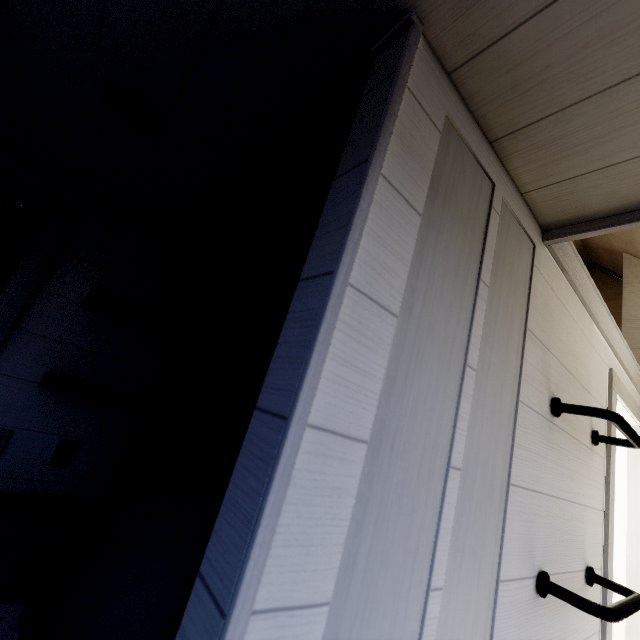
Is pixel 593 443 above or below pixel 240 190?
below

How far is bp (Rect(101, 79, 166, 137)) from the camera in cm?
104

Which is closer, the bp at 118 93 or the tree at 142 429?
the tree at 142 429

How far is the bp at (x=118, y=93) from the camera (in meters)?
1.04

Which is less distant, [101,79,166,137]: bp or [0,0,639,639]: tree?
[0,0,639,639]: tree
